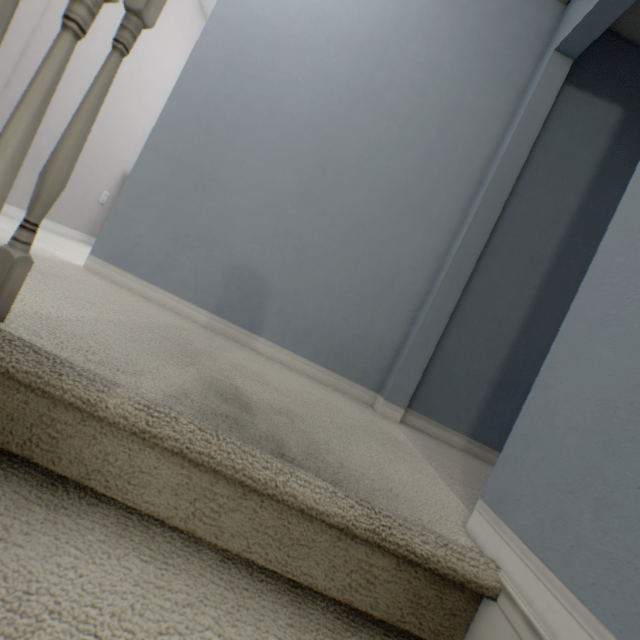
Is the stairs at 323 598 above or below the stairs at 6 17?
below

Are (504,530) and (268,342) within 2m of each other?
yes

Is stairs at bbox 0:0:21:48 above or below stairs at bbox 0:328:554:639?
above
